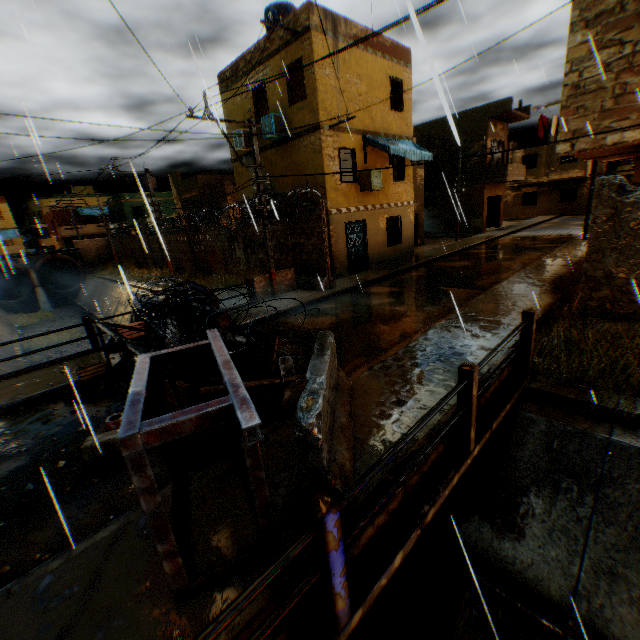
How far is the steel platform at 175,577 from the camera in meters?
2.2 m

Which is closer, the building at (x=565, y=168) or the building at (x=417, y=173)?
the building at (x=565, y=168)

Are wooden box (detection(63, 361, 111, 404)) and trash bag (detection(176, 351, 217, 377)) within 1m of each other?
no

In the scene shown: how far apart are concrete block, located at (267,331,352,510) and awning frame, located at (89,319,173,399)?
0.14m

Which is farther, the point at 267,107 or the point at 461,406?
the point at 267,107

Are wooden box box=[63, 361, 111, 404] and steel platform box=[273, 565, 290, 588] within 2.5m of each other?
no

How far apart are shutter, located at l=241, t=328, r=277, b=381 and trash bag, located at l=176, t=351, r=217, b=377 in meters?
0.0

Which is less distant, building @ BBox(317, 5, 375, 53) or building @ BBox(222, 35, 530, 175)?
building @ BBox(317, 5, 375, 53)
